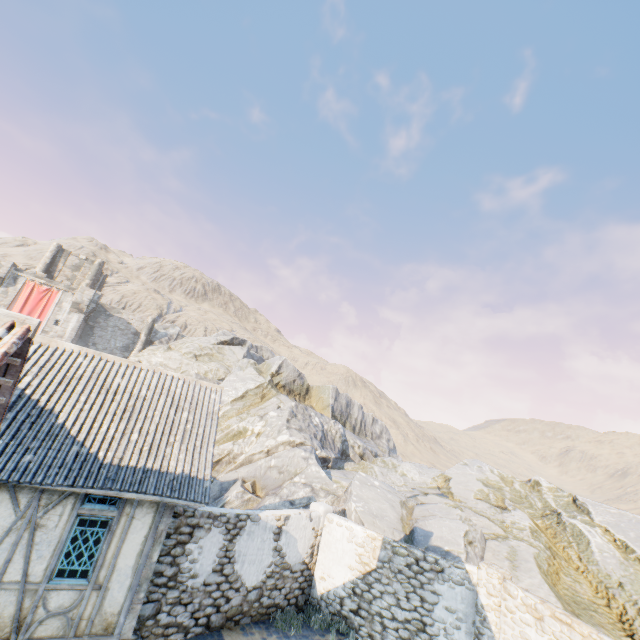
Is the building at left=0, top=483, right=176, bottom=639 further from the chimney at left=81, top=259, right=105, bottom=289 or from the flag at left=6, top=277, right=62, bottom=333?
the chimney at left=81, top=259, right=105, bottom=289

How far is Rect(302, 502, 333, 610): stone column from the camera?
11.19m

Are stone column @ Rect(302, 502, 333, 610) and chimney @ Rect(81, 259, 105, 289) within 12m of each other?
no

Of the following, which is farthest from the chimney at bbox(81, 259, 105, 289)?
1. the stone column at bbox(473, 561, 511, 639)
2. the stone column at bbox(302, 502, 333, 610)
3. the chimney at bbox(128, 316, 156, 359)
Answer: the stone column at bbox(473, 561, 511, 639)

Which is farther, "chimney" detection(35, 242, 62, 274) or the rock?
"chimney" detection(35, 242, 62, 274)

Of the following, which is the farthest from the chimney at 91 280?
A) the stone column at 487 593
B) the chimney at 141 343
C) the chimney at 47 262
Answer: the stone column at 487 593

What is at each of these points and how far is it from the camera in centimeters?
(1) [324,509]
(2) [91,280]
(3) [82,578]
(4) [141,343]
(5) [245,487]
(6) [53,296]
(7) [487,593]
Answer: (1) stone column, 1207cm
(2) chimney, 4041cm
(3) building, 709cm
(4) chimney, 3984cm
(5) rock, 1748cm
(6) flag, 3438cm
(7) stone column, 937cm

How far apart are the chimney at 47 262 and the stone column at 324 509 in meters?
43.1
